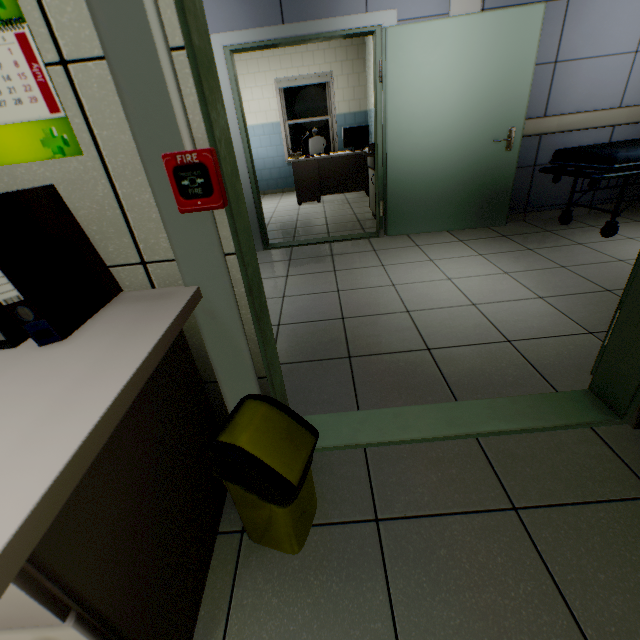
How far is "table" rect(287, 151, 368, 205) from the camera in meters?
6.3 m

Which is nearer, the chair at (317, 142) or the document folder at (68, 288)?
the document folder at (68, 288)

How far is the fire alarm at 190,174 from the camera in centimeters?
80cm

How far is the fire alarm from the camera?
0.8 meters

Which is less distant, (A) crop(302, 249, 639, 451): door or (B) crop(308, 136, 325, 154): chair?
(A) crop(302, 249, 639, 451): door

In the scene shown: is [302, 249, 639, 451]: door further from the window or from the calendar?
the window

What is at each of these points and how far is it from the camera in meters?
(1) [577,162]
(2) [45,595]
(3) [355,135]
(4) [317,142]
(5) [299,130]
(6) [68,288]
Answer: (1) emergency stretcher, 3.2
(2) drawer, 0.5
(3) monitor, 6.2
(4) chair, 7.4
(5) window, 8.0
(6) document folder, 0.8

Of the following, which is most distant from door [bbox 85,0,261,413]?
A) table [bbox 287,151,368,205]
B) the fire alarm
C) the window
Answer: the window
